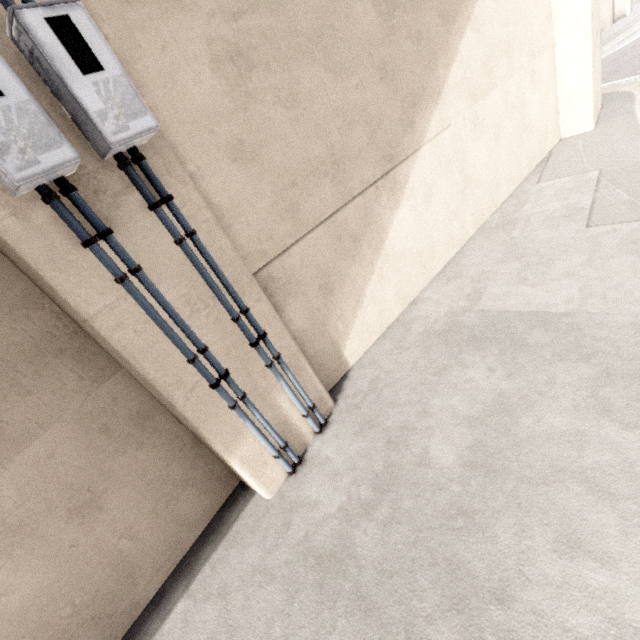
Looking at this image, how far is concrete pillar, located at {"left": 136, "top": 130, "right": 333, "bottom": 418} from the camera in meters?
2.6 m

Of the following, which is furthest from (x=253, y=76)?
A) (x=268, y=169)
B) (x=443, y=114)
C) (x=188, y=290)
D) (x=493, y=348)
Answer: (x=493, y=348)

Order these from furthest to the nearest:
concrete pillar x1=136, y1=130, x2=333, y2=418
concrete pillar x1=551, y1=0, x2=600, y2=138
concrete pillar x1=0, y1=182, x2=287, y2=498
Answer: concrete pillar x1=551, y1=0, x2=600, y2=138 → concrete pillar x1=136, y1=130, x2=333, y2=418 → concrete pillar x1=0, y1=182, x2=287, y2=498

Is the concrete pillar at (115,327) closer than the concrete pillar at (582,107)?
Yes

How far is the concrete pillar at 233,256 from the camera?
2.62m

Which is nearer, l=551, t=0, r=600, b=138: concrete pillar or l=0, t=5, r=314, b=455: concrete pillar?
l=0, t=5, r=314, b=455: concrete pillar
